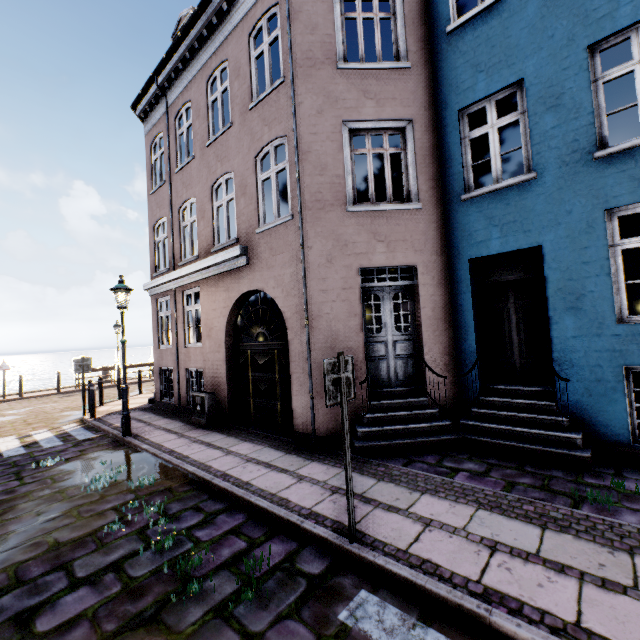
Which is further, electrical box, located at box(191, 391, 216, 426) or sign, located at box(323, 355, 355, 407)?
electrical box, located at box(191, 391, 216, 426)

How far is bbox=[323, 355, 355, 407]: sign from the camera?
3.27m

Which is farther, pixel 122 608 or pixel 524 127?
pixel 524 127

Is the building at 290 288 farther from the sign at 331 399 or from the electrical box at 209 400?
the sign at 331 399

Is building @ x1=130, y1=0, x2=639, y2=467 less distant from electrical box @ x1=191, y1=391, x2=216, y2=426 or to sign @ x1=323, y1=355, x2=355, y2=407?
electrical box @ x1=191, y1=391, x2=216, y2=426

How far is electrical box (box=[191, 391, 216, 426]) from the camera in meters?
Result: 8.4

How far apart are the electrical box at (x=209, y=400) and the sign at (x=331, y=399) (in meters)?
5.95

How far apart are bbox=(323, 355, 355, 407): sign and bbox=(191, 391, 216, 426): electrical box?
6.0 meters
